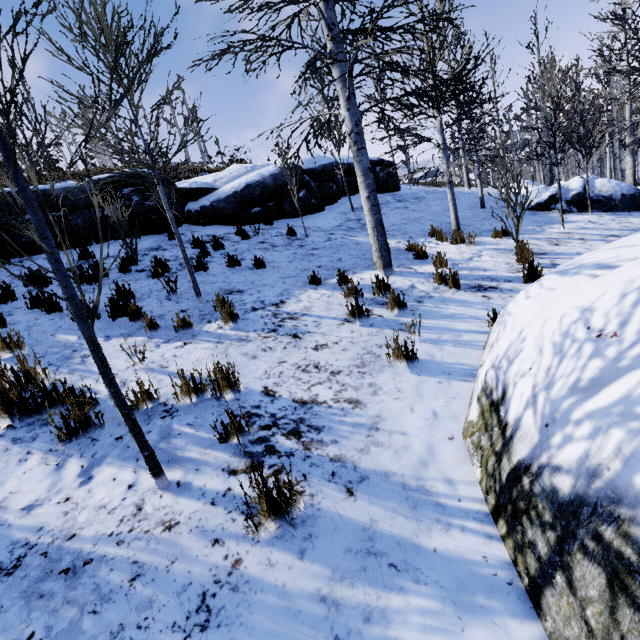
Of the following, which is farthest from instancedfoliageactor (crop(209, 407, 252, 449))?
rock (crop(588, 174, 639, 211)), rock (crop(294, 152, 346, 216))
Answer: rock (crop(588, 174, 639, 211))

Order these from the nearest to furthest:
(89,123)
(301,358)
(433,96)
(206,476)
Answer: (206,476), (301,358), (89,123), (433,96)

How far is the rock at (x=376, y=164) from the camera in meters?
15.0 m

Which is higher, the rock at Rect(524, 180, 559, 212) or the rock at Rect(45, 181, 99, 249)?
the rock at Rect(45, 181, 99, 249)

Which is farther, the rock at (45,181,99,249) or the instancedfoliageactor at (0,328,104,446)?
the rock at (45,181,99,249)

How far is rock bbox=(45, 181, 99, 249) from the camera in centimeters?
718cm

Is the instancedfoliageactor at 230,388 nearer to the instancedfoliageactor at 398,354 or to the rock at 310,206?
the instancedfoliageactor at 398,354
